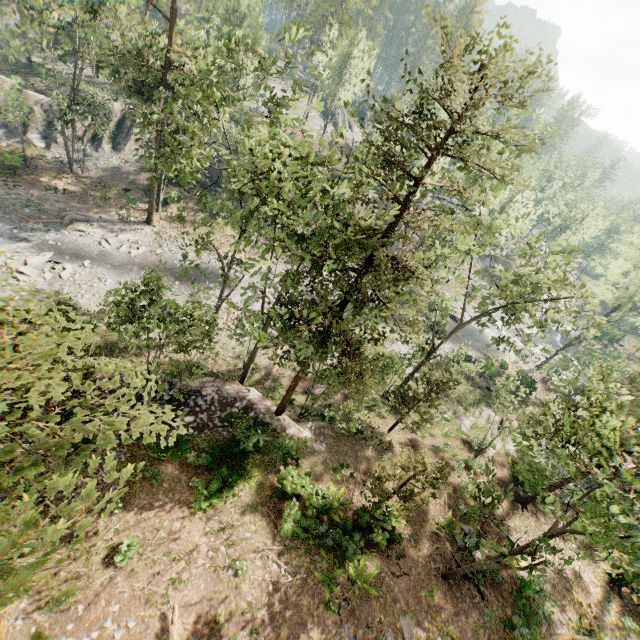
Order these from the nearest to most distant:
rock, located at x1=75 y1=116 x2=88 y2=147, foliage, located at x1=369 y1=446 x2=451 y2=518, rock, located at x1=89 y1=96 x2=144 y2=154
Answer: foliage, located at x1=369 y1=446 x2=451 y2=518 < rock, located at x1=75 y1=116 x2=88 y2=147 < rock, located at x1=89 y1=96 x2=144 y2=154

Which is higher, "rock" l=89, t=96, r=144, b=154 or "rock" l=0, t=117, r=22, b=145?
Result: "rock" l=89, t=96, r=144, b=154

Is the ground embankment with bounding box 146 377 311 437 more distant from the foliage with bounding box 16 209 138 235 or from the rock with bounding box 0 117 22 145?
the rock with bounding box 0 117 22 145

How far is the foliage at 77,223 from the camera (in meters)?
30.62

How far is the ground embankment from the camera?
19.3m

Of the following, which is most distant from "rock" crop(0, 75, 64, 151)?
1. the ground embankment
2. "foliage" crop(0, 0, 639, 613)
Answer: the ground embankment

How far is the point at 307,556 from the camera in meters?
16.2 m

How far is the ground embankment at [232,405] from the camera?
19.30m
